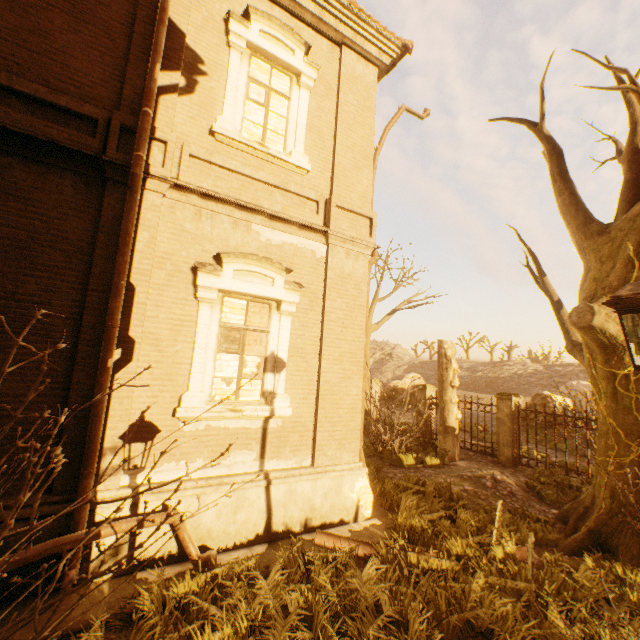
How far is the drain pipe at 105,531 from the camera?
3.99m

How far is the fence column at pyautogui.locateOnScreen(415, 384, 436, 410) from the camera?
15.3m

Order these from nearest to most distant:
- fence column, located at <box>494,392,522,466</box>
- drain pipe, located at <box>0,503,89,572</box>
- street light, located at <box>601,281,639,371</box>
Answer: street light, located at <box>601,281,639,371</box> → drain pipe, located at <box>0,503,89,572</box> → fence column, located at <box>494,392,522,466</box>

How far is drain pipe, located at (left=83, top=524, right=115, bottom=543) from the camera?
3.99m

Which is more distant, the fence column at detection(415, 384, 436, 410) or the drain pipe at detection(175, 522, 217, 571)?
the fence column at detection(415, 384, 436, 410)

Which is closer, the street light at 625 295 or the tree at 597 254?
the street light at 625 295

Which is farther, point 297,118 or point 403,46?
point 403,46

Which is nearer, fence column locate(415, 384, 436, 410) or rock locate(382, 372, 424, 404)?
fence column locate(415, 384, 436, 410)
